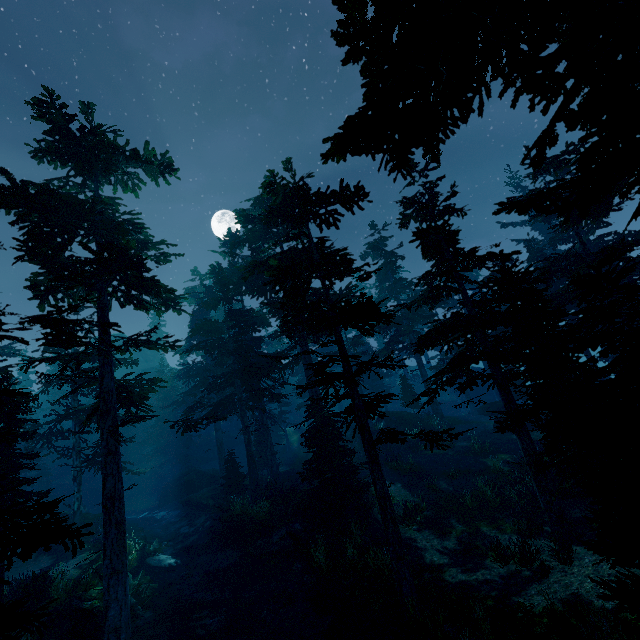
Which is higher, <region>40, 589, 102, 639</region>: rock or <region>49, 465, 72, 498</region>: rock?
<region>49, 465, 72, 498</region>: rock

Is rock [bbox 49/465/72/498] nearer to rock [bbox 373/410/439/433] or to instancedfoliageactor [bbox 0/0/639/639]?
instancedfoliageactor [bbox 0/0/639/639]

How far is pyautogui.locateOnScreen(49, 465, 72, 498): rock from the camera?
38.69m

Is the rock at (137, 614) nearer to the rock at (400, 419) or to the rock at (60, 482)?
the rock at (60, 482)

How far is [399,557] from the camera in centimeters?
1049cm

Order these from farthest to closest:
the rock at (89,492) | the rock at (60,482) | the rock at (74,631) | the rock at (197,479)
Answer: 1. the rock at (60,482)
2. the rock at (197,479)
3. the rock at (89,492)
4. the rock at (74,631)

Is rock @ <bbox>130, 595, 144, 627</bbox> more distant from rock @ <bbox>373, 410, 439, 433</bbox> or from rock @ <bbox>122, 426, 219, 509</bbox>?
rock @ <bbox>373, 410, 439, 433</bbox>

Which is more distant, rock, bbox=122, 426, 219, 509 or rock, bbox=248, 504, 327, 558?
rock, bbox=122, 426, 219, 509
